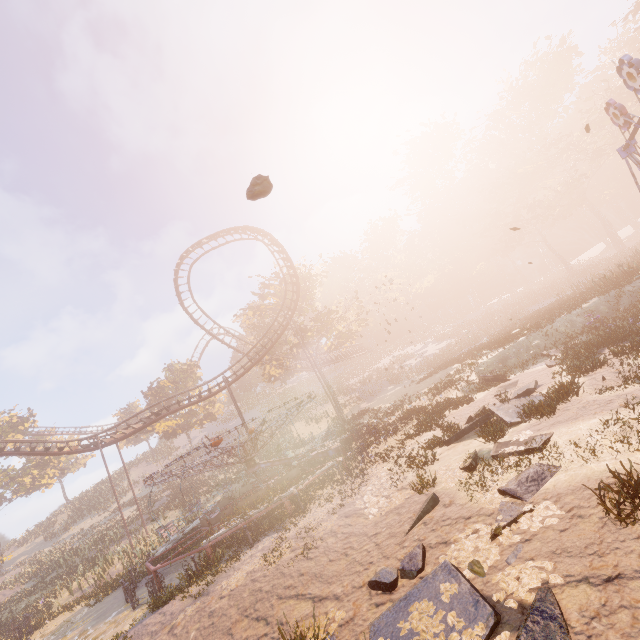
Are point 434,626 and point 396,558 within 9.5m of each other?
yes

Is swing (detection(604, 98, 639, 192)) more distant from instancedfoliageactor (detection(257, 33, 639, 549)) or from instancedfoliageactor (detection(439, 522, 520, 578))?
instancedfoliageactor (detection(257, 33, 639, 549))

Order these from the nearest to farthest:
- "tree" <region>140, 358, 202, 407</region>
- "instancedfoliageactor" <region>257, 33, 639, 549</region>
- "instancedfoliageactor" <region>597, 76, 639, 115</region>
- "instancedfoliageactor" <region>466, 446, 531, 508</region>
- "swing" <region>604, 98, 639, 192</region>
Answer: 1. "instancedfoliageactor" <region>466, 446, 531, 508</region>
2. "swing" <region>604, 98, 639, 192</region>
3. "instancedfoliageactor" <region>257, 33, 639, 549</region>
4. "instancedfoliageactor" <region>597, 76, 639, 115</region>
5. "tree" <region>140, 358, 202, 407</region>

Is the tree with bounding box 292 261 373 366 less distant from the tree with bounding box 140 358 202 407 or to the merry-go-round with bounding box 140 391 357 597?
the tree with bounding box 140 358 202 407

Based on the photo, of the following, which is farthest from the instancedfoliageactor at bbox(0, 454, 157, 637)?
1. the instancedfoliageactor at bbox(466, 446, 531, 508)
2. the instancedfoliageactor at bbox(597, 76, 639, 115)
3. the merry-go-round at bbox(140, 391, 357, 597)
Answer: the instancedfoliageactor at bbox(597, 76, 639, 115)

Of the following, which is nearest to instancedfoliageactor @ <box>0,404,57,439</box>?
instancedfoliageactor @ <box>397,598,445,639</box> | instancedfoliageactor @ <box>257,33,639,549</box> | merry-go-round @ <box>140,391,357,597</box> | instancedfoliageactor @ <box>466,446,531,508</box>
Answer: merry-go-round @ <box>140,391,357,597</box>

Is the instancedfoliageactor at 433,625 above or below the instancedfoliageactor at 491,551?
above

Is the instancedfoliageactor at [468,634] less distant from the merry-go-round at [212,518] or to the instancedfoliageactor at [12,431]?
the merry-go-round at [212,518]
